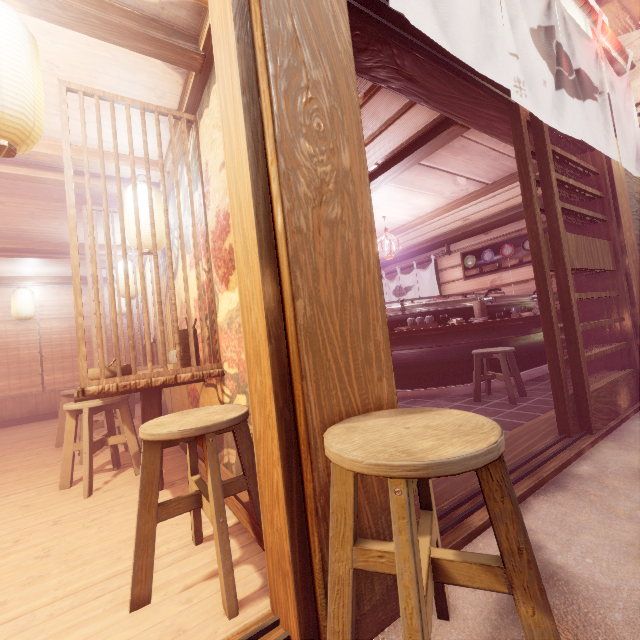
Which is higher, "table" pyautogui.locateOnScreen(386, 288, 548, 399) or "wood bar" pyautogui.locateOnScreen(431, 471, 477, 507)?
"table" pyautogui.locateOnScreen(386, 288, 548, 399)

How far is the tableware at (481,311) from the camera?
8.8 meters

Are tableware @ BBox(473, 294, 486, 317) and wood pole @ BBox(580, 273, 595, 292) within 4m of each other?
yes

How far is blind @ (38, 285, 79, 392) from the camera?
12.35m

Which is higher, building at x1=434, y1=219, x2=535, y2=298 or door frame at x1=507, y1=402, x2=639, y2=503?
building at x1=434, y1=219, x2=535, y2=298

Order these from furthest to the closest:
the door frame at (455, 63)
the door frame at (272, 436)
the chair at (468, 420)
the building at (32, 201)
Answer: the building at (32, 201), the door frame at (455, 63), the door frame at (272, 436), the chair at (468, 420)

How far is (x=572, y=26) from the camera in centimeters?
426cm

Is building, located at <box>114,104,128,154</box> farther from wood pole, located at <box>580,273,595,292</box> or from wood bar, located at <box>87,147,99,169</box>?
wood pole, located at <box>580,273,595,292</box>
